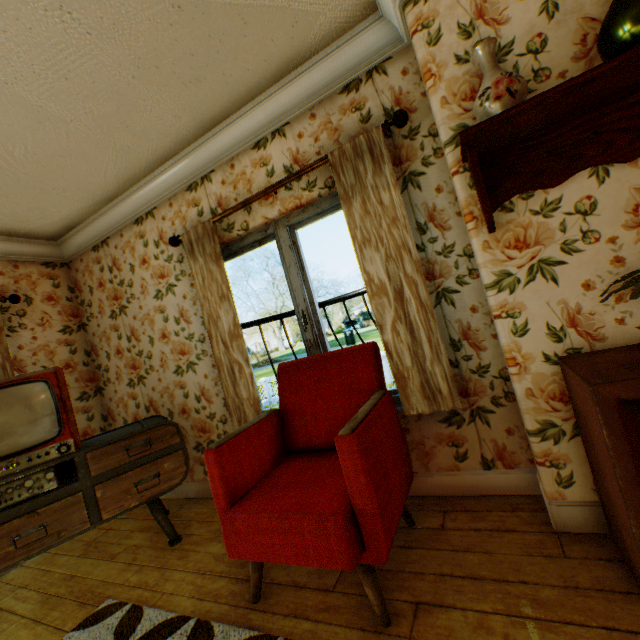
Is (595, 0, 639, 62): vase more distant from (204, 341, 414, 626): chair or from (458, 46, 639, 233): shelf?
(204, 341, 414, 626): chair

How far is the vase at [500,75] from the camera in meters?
1.4 m

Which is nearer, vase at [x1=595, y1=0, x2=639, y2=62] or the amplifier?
vase at [x1=595, y1=0, x2=639, y2=62]

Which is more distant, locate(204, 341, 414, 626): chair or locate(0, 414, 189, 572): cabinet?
locate(0, 414, 189, 572): cabinet

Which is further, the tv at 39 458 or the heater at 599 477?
the tv at 39 458

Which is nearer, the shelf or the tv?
the shelf

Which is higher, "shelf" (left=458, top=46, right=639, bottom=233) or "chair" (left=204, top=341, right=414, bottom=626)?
"shelf" (left=458, top=46, right=639, bottom=233)

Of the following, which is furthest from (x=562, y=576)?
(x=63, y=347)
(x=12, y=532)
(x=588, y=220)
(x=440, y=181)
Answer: (x=63, y=347)
